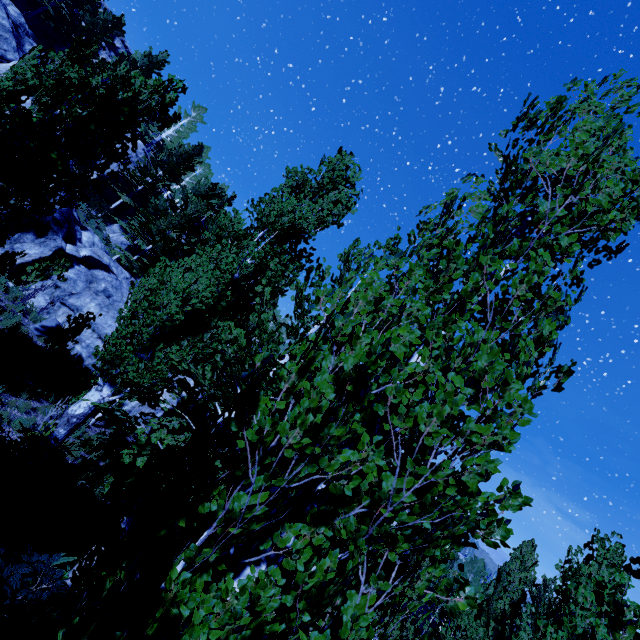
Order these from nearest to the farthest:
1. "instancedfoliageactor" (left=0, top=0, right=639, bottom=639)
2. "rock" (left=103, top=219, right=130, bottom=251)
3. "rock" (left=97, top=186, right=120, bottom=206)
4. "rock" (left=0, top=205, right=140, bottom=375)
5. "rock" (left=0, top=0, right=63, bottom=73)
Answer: "instancedfoliageactor" (left=0, top=0, right=639, bottom=639), "rock" (left=0, top=205, right=140, bottom=375), "rock" (left=0, top=0, right=63, bottom=73), "rock" (left=103, top=219, right=130, bottom=251), "rock" (left=97, top=186, right=120, bottom=206)

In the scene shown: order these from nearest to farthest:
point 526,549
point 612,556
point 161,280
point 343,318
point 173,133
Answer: point 343,318
point 161,280
point 612,556
point 526,549
point 173,133

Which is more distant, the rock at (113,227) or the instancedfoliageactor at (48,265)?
the rock at (113,227)

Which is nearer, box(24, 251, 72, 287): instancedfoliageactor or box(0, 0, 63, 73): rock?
box(24, 251, 72, 287): instancedfoliageactor

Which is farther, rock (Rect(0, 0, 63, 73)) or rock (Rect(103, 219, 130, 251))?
rock (Rect(103, 219, 130, 251))

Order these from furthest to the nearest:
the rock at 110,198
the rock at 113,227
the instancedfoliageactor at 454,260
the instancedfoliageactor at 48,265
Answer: the rock at 110,198 < the rock at 113,227 < the instancedfoliageactor at 48,265 < the instancedfoliageactor at 454,260

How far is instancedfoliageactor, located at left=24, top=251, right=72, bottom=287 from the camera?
12.34m
